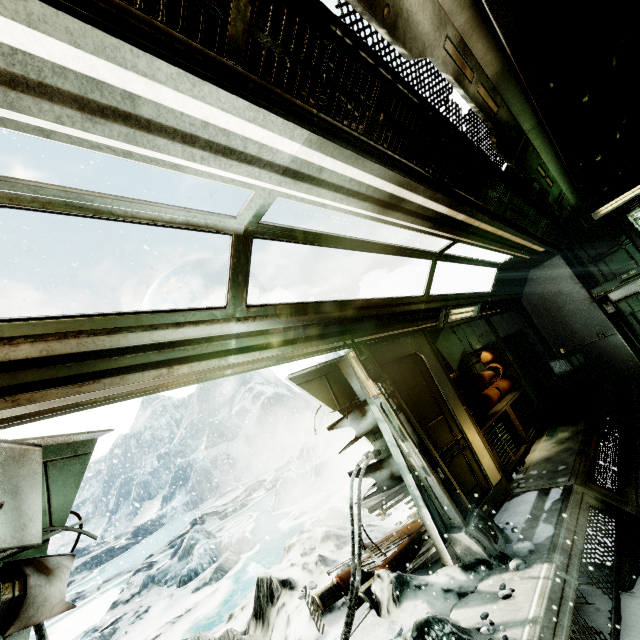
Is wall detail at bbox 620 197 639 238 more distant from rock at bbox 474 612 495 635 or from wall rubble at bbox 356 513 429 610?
rock at bbox 474 612 495 635

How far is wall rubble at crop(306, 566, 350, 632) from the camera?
4.0 meters

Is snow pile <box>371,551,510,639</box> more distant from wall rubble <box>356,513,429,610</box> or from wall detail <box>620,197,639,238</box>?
wall detail <box>620,197,639,238</box>

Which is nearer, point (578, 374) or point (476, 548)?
point (476, 548)

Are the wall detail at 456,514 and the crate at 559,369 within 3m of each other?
no

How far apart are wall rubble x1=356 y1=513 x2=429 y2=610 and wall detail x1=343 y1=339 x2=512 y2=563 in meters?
0.6 m

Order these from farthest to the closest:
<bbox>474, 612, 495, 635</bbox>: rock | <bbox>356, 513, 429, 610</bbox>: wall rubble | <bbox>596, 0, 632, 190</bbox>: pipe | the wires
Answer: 1. <bbox>356, 513, 429, 610</bbox>: wall rubble
2. <bbox>596, 0, 632, 190</bbox>: pipe
3. <bbox>474, 612, 495, 635</bbox>: rock
4. the wires

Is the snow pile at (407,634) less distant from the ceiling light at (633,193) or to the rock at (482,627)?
the rock at (482,627)
